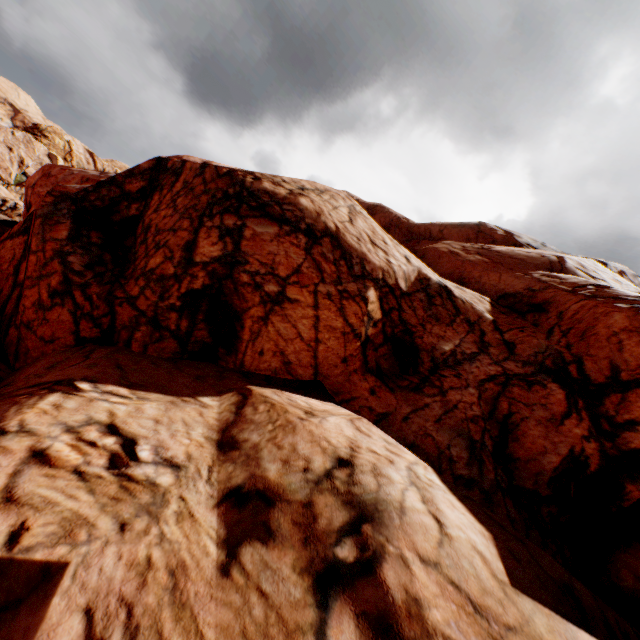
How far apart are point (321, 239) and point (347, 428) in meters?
5.2 m
